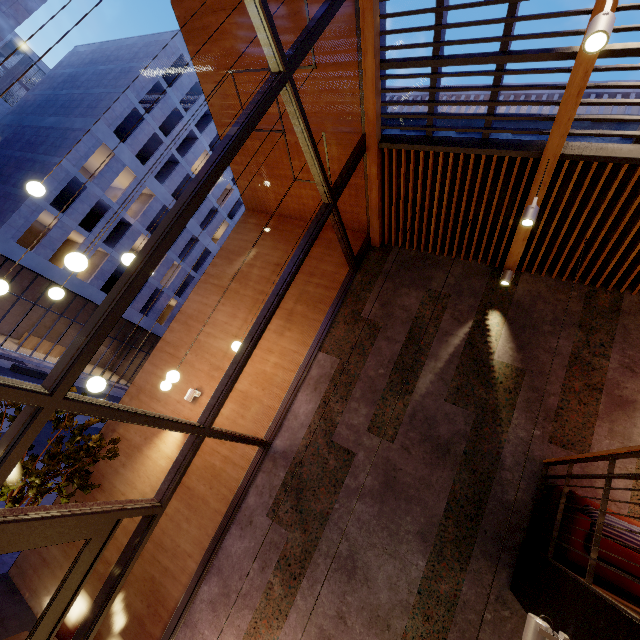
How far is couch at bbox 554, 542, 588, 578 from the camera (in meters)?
3.35

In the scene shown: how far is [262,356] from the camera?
6.8 meters

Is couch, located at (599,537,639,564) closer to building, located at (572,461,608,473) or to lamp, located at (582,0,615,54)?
building, located at (572,461,608,473)

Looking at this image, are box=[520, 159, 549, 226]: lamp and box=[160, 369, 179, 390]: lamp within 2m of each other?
no

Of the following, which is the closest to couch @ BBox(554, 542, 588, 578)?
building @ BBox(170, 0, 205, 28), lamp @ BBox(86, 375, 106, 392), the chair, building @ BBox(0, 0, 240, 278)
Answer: building @ BBox(170, 0, 205, 28)

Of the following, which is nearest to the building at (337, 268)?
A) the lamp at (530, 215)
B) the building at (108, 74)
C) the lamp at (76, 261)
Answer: the lamp at (530, 215)

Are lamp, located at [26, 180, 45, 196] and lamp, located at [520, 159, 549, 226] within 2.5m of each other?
no

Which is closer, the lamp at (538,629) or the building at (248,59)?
the lamp at (538,629)
